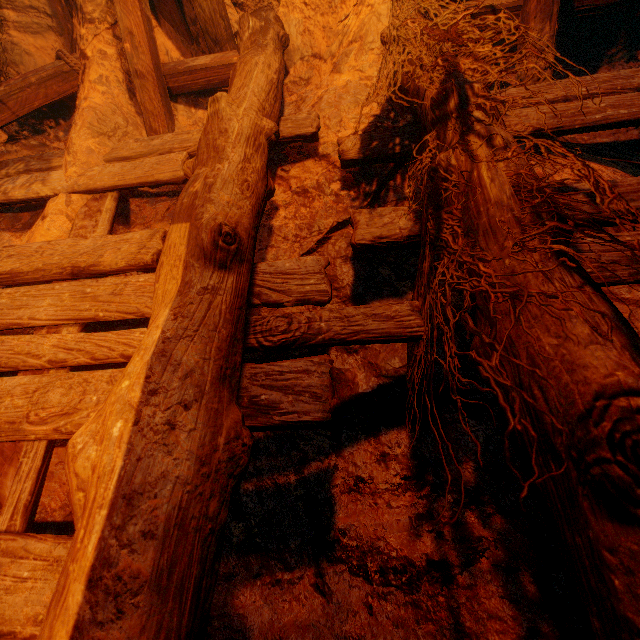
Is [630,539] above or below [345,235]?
below
